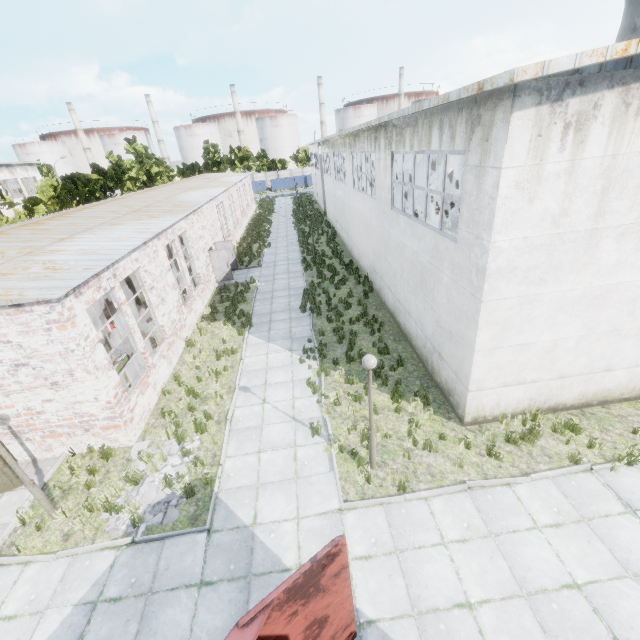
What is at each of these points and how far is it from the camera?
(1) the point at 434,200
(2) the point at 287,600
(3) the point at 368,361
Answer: (1) log pile, 33.2 meters
(2) truck dump back, 3.7 meters
(3) lamp post, 6.6 meters

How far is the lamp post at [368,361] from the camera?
6.6m

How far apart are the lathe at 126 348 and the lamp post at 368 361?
8.7 meters

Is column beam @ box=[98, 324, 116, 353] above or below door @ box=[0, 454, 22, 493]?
above

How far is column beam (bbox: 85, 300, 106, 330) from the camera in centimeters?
1334cm

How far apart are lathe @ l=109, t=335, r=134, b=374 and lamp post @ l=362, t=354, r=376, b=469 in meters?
8.7

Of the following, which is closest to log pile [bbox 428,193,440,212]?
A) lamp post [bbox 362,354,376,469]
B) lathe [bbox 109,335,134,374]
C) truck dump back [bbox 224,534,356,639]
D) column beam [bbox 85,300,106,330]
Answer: column beam [bbox 85,300,106,330]
